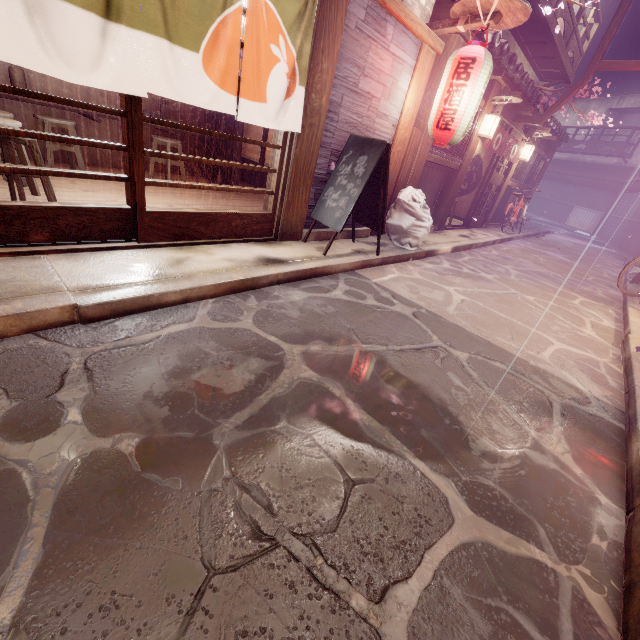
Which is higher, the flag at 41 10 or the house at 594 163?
the house at 594 163

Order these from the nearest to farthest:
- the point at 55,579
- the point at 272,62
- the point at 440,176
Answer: the point at 55,579, the point at 272,62, the point at 440,176

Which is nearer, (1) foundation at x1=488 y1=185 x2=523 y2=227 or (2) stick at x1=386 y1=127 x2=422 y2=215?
(2) stick at x1=386 y1=127 x2=422 y2=215

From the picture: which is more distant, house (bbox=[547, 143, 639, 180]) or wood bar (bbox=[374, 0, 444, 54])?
house (bbox=[547, 143, 639, 180])

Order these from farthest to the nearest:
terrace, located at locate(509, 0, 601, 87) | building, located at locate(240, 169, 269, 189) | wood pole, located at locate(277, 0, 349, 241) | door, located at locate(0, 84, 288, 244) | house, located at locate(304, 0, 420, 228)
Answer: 1. building, located at locate(240, 169, 269, 189)
2. terrace, located at locate(509, 0, 601, 87)
3. house, located at locate(304, 0, 420, 228)
4. wood pole, located at locate(277, 0, 349, 241)
5. door, located at locate(0, 84, 288, 244)

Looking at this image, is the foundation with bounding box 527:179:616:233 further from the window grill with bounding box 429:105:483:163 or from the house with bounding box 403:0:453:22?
the house with bounding box 403:0:453:22

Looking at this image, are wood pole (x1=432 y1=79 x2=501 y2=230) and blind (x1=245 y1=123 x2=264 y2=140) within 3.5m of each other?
no

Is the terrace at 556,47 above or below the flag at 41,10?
above
